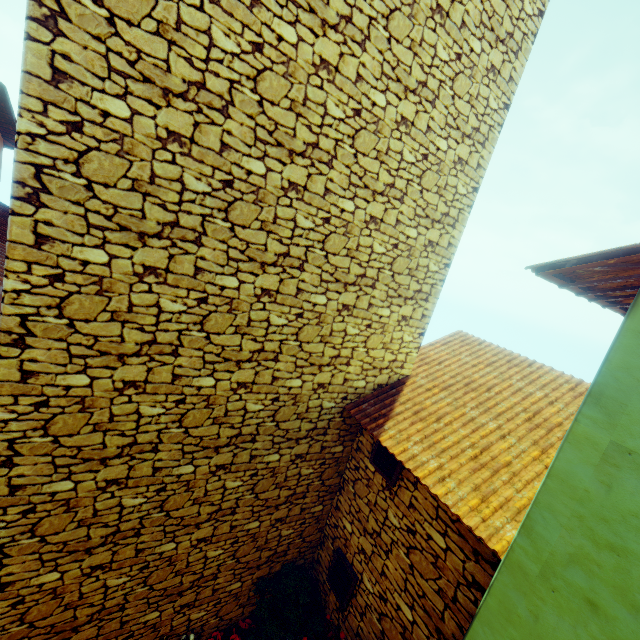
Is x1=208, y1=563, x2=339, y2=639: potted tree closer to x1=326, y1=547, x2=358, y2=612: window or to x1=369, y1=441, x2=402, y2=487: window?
x1=326, y1=547, x2=358, y2=612: window

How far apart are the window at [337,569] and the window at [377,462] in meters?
1.8

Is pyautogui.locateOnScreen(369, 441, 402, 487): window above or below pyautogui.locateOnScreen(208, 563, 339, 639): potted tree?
above

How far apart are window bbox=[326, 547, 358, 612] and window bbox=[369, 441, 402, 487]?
1.8m

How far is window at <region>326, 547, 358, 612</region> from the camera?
5.3 meters

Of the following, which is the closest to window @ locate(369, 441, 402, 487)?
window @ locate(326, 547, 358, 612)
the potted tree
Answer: window @ locate(326, 547, 358, 612)

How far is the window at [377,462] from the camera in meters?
4.8

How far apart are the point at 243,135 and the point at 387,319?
3.21m
